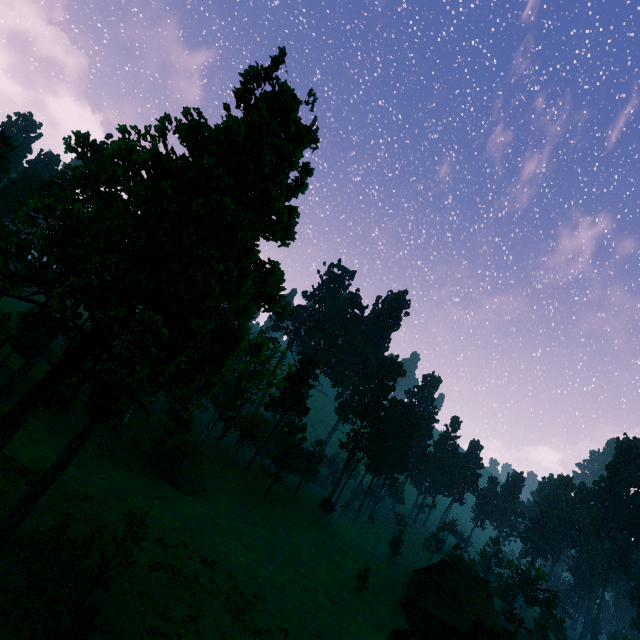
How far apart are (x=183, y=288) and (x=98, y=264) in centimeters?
4157cm

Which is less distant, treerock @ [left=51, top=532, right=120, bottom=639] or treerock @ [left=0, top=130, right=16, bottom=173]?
treerock @ [left=51, top=532, right=120, bottom=639]

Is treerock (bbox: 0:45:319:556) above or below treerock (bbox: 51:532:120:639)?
above

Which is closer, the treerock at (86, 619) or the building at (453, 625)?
the treerock at (86, 619)

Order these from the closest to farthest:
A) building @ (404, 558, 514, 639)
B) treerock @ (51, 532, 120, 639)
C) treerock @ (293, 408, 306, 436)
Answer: treerock @ (51, 532, 120, 639) < building @ (404, 558, 514, 639) < treerock @ (293, 408, 306, 436)

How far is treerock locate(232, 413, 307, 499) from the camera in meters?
55.2

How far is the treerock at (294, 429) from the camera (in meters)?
57.47
